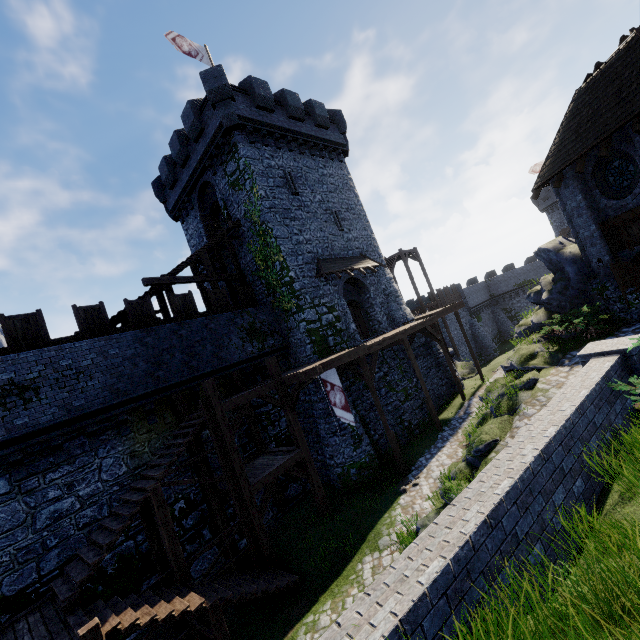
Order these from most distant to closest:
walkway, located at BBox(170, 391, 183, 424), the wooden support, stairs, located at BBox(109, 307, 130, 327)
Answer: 1. stairs, located at BBox(109, 307, 130, 327)
2. walkway, located at BBox(170, 391, 183, 424)
3. the wooden support

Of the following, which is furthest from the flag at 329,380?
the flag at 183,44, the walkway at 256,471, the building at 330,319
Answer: the flag at 183,44

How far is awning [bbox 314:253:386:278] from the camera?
18.78m

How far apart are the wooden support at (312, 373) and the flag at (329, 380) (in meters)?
0.76

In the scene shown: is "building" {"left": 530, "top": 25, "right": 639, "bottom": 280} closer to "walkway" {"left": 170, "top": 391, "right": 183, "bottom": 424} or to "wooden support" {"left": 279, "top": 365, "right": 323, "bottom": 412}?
"walkway" {"left": 170, "top": 391, "right": 183, "bottom": 424}

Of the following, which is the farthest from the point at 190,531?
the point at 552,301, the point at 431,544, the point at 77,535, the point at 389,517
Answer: the point at 552,301

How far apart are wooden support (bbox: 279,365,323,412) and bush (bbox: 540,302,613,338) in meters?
10.3

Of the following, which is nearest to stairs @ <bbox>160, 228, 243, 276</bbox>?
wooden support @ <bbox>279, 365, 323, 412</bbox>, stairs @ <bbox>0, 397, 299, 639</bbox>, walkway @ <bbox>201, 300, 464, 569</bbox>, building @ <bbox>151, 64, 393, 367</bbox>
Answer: building @ <bbox>151, 64, 393, 367</bbox>
